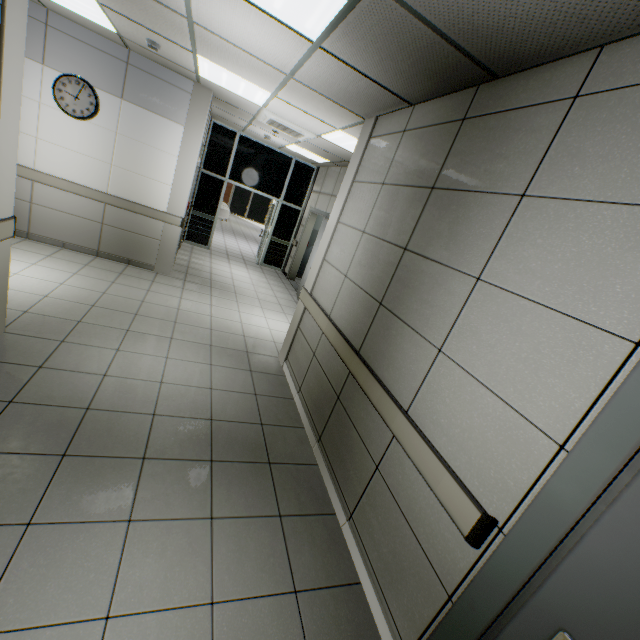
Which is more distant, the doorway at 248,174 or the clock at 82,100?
the doorway at 248,174

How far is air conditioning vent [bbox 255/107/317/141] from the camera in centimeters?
523cm

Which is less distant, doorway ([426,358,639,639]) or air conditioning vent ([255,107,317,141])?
doorway ([426,358,639,639])

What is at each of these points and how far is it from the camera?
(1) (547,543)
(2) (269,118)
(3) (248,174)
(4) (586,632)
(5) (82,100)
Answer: (1) doorway, 1.3m
(2) air conditioning vent, 5.4m
(3) doorway, 9.0m
(4) door, 1.1m
(5) clock, 4.8m

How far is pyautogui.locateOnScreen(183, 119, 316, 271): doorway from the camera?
8.5m

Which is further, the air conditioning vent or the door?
the air conditioning vent

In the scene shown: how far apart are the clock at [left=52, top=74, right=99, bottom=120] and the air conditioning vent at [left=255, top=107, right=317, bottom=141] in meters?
2.4

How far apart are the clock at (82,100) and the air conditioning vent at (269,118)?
2.4m
